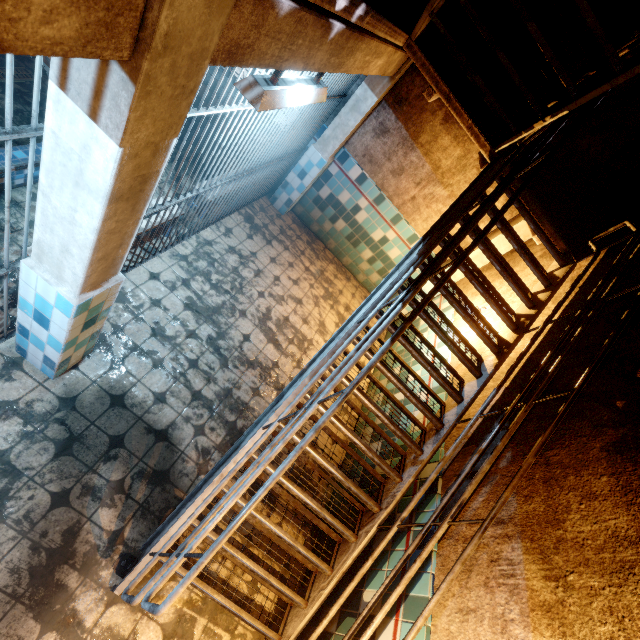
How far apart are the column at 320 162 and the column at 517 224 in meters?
2.5

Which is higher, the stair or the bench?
the stair

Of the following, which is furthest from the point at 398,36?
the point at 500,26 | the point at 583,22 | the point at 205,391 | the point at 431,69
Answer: the point at 205,391

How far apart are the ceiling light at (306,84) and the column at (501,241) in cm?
336

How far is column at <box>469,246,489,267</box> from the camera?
5.0 meters

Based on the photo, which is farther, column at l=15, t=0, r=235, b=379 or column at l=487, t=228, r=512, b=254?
column at l=487, t=228, r=512, b=254

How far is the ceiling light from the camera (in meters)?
1.88
